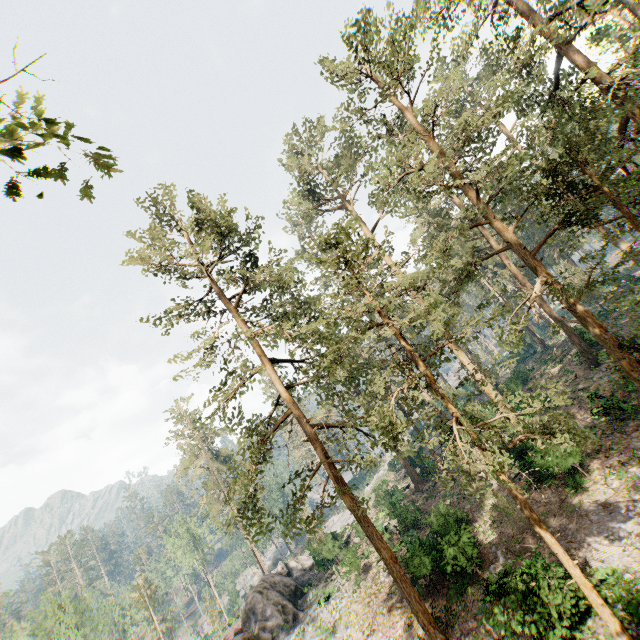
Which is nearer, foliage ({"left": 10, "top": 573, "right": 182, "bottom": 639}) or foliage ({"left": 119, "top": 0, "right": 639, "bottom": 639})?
foliage ({"left": 119, "top": 0, "right": 639, "bottom": 639})

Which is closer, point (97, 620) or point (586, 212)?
point (586, 212)

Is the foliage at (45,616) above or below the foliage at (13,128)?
below

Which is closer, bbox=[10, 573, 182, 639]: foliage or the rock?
the rock

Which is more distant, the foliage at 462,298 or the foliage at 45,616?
the foliage at 45,616

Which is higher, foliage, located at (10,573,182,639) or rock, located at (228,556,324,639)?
foliage, located at (10,573,182,639)

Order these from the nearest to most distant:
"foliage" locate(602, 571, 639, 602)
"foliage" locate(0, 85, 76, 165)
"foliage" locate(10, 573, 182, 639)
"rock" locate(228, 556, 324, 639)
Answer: "foliage" locate(0, 85, 76, 165)
"foliage" locate(602, 571, 639, 602)
"rock" locate(228, 556, 324, 639)
"foliage" locate(10, 573, 182, 639)
